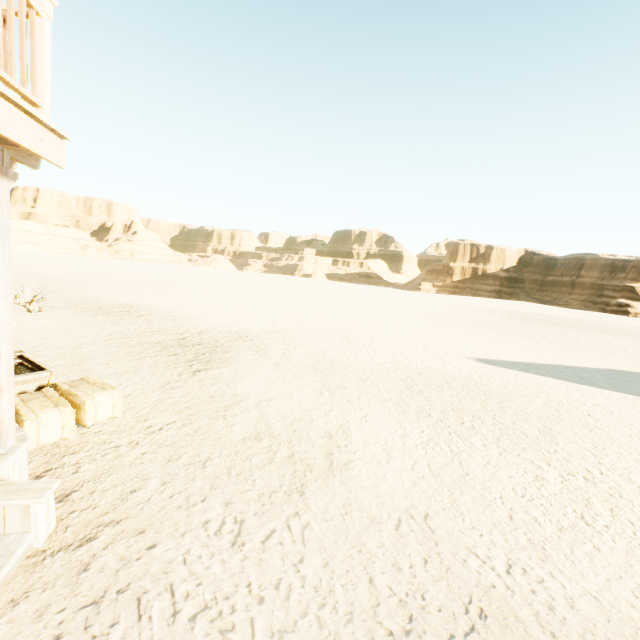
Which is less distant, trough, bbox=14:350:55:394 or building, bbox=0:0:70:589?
building, bbox=0:0:70:589

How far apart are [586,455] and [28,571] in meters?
7.0 m

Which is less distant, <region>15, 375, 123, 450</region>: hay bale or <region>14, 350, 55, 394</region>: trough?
<region>15, 375, 123, 450</region>: hay bale

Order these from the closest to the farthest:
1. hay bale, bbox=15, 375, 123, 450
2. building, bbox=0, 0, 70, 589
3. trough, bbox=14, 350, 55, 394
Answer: building, bbox=0, 0, 70, 589 < hay bale, bbox=15, 375, 123, 450 < trough, bbox=14, 350, 55, 394

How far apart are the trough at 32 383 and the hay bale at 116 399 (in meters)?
0.22

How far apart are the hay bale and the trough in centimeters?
22cm

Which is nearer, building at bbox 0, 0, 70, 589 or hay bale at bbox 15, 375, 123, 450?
building at bbox 0, 0, 70, 589

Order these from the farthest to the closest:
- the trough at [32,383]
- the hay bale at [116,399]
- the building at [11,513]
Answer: the trough at [32,383], the hay bale at [116,399], the building at [11,513]
